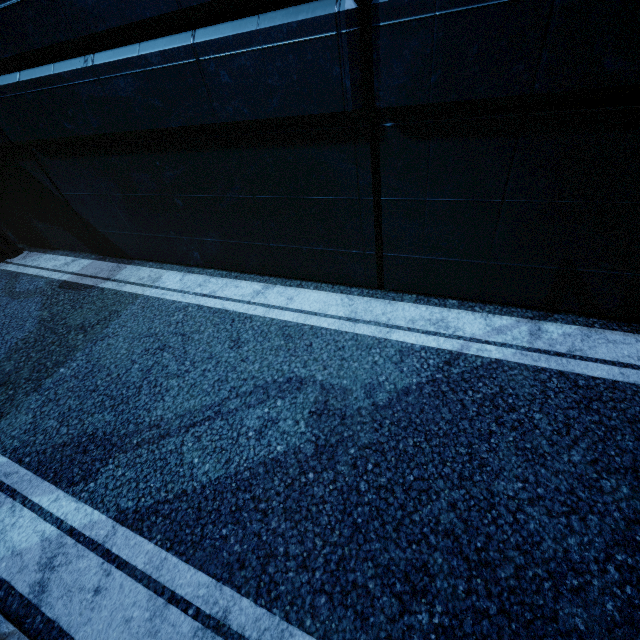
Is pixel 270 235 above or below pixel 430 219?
below
